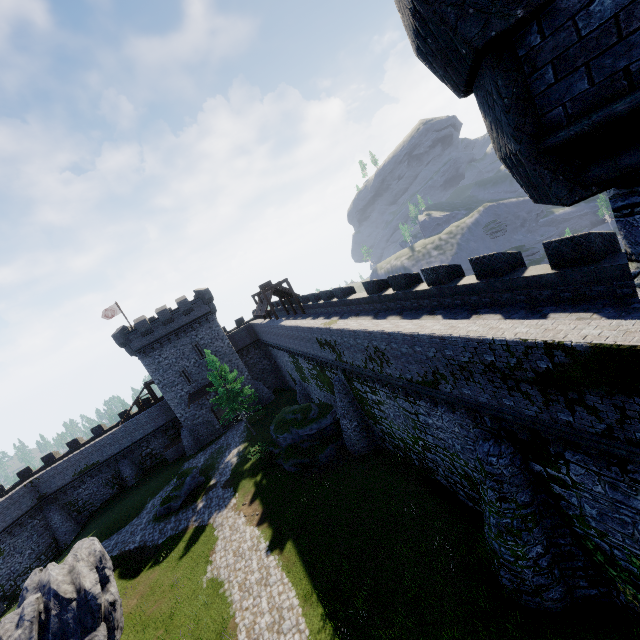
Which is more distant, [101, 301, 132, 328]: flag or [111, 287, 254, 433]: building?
[101, 301, 132, 328]: flag

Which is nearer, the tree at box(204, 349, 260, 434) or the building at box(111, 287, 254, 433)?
the tree at box(204, 349, 260, 434)

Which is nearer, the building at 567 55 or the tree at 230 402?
the building at 567 55

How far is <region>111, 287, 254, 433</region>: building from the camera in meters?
37.4 m

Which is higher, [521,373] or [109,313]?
[109,313]

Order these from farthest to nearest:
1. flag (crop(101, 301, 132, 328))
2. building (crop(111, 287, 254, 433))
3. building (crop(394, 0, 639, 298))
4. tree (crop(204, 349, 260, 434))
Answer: flag (crop(101, 301, 132, 328)) → building (crop(111, 287, 254, 433)) → tree (crop(204, 349, 260, 434)) → building (crop(394, 0, 639, 298))

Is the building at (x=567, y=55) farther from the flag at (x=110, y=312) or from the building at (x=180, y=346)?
the flag at (x=110, y=312)

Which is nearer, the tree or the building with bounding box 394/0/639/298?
the building with bounding box 394/0/639/298
